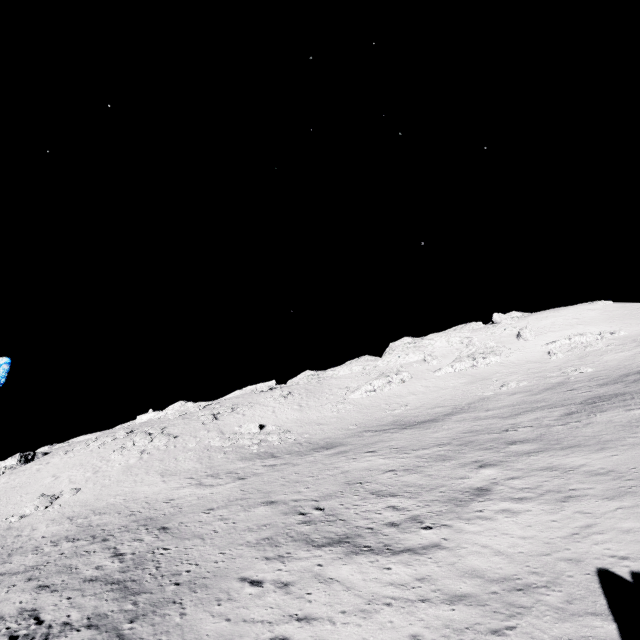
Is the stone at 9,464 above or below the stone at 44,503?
above

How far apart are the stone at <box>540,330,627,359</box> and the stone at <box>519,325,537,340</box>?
3.50m

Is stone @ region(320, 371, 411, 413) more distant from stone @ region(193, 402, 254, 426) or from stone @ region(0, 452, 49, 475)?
stone @ region(0, 452, 49, 475)

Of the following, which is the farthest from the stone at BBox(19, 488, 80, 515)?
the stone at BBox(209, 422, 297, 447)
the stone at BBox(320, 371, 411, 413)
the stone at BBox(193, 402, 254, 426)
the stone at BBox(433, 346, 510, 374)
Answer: the stone at BBox(433, 346, 510, 374)

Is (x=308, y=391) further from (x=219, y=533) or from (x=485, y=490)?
(x=485, y=490)

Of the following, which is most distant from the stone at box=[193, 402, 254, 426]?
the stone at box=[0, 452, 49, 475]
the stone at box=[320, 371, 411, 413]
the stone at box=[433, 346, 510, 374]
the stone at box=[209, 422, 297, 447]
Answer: the stone at box=[433, 346, 510, 374]

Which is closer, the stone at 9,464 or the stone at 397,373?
the stone at 9,464

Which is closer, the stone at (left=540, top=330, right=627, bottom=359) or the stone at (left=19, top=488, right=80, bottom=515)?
the stone at (left=19, top=488, right=80, bottom=515)
